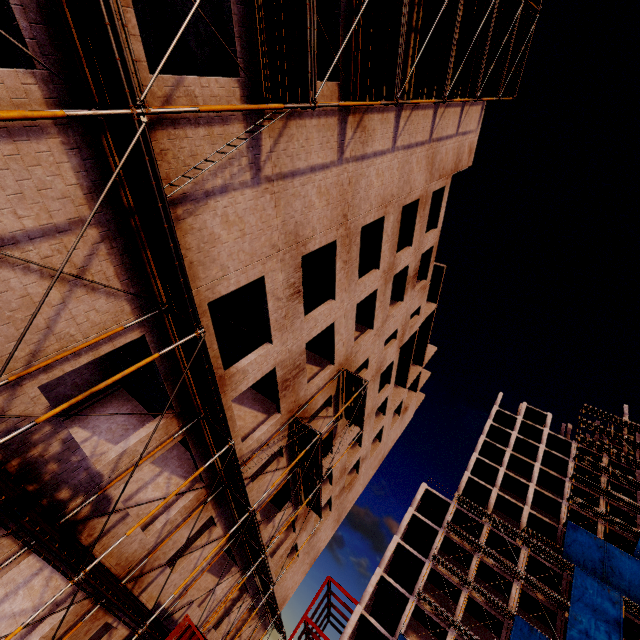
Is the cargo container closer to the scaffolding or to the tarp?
the scaffolding

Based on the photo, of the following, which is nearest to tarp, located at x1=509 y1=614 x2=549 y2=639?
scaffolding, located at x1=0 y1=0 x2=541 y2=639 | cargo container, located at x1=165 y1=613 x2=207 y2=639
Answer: scaffolding, located at x1=0 y1=0 x2=541 y2=639

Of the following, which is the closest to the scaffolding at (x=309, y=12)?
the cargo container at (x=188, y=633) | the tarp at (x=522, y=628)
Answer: the cargo container at (x=188, y=633)

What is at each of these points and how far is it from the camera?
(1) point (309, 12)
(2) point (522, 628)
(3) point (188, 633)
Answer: (1) scaffolding, 6.46m
(2) tarp, 29.66m
(3) cargo container, 9.78m

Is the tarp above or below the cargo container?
above

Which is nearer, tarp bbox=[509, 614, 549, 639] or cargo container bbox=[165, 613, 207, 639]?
cargo container bbox=[165, 613, 207, 639]

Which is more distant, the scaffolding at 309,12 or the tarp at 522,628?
the tarp at 522,628
